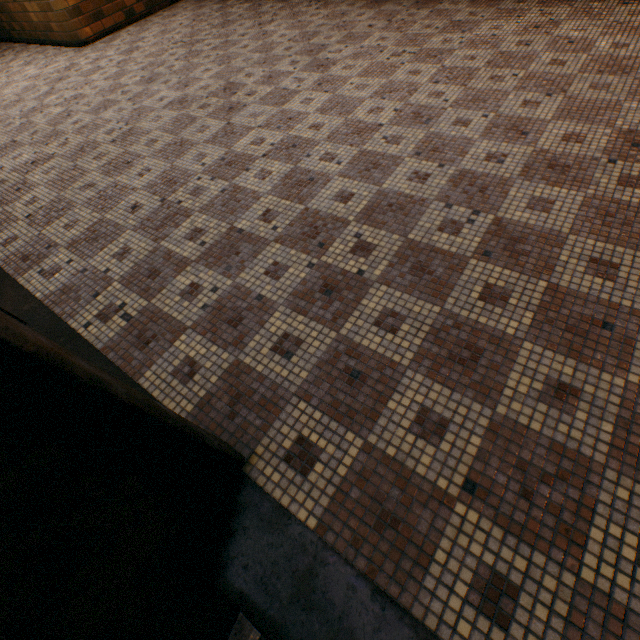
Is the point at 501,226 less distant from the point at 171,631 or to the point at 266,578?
the point at 266,578
